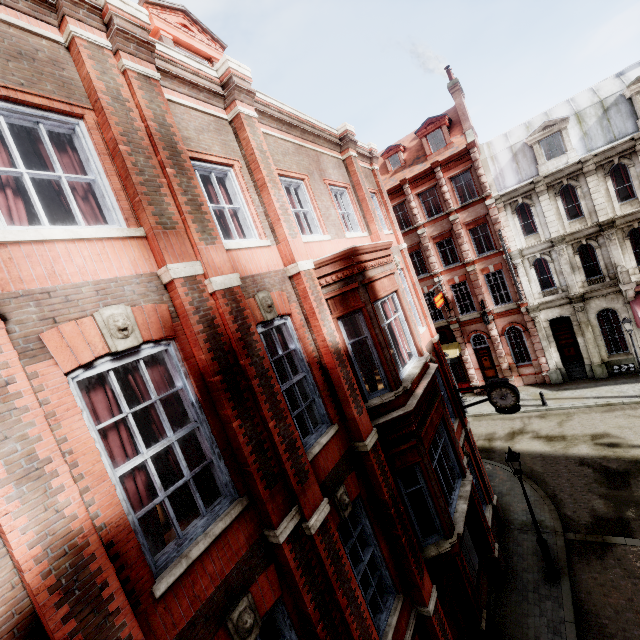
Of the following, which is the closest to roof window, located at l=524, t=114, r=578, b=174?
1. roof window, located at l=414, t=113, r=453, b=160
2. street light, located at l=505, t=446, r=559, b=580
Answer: roof window, located at l=414, t=113, r=453, b=160

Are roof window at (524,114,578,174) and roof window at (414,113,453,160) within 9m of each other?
yes

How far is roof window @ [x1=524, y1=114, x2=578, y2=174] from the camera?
20.38m

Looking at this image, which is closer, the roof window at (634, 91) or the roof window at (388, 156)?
the roof window at (634, 91)

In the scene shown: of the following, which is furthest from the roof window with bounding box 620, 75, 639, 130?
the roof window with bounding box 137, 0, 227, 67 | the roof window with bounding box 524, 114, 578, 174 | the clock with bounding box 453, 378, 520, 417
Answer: the roof window with bounding box 137, 0, 227, 67

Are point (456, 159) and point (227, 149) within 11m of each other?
no

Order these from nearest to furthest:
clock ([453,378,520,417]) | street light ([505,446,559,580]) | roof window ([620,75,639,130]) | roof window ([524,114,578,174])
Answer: street light ([505,446,559,580]) → clock ([453,378,520,417]) → roof window ([620,75,639,130]) → roof window ([524,114,578,174])

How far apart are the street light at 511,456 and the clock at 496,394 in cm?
236
